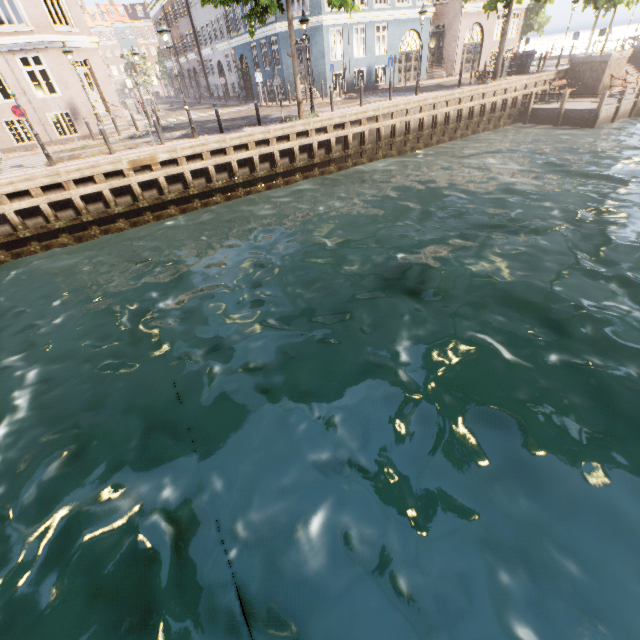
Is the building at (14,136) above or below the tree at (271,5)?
below

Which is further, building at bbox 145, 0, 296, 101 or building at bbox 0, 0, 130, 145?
building at bbox 145, 0, 296, 101

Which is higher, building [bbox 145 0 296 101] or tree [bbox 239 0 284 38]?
tree [bbox 239 0 284 38]

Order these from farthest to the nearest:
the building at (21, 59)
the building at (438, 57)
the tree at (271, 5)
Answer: the building at (438, 57) → the building at (21, 59) → the tree at (271, 5)

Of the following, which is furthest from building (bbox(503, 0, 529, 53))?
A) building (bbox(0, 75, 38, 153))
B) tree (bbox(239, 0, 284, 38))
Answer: building (bbox(0, 75, 38, 153))

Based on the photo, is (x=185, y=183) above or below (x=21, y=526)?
above
